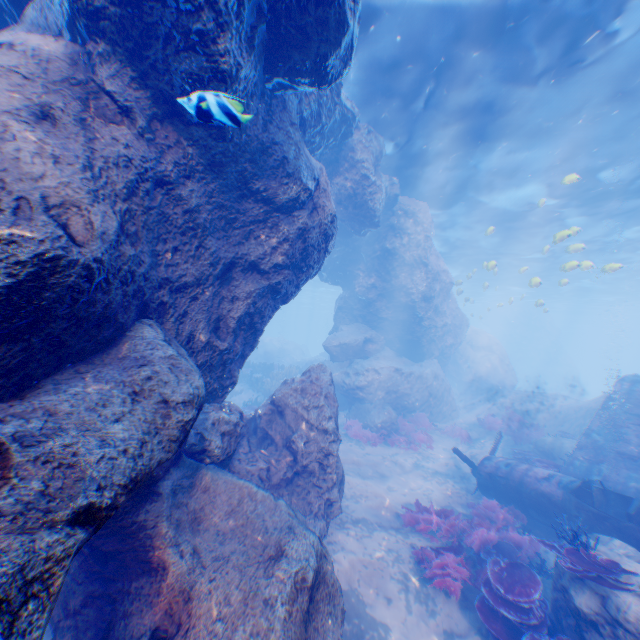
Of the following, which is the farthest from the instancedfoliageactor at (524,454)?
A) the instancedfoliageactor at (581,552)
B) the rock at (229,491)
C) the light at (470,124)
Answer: the light at (470,124)

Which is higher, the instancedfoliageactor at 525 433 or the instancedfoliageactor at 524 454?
the instancedfoliageactor at 525 433

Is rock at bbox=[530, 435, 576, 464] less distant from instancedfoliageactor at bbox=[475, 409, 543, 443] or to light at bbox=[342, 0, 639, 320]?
instancedfoliageactor at bbox=[475, 409, 543, 443]

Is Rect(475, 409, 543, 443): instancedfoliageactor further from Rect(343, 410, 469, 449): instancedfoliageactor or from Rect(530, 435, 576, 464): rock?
Rect(343, 410, 469, 449): instancedfoliageactor

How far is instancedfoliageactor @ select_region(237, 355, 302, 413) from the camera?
18.5 meters

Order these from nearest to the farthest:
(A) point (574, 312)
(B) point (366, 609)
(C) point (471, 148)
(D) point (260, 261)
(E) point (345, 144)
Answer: (B) point (366, 609) → (D) point (260, 261) → (E) point (345, 144) → (C) point (471, 148) → (A) point (574, 312)

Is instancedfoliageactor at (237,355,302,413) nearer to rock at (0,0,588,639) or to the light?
rock at (0,0,588,639)

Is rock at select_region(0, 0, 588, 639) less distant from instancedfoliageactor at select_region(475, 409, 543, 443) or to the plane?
the plane
